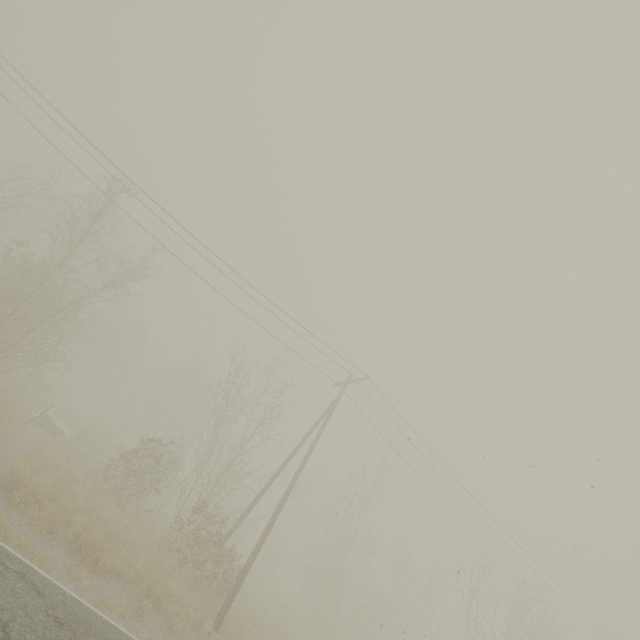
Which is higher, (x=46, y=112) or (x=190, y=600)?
(x=46, y=112)
